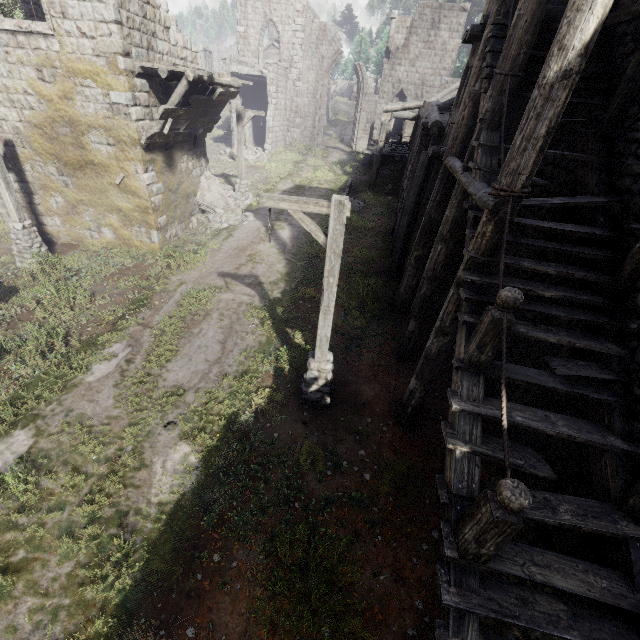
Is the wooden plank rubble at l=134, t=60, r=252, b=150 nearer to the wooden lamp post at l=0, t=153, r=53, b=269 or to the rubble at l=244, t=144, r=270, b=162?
the wooden lamp post at l=0, t=153, r=53, b=269

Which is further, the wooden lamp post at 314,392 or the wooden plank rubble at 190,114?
the wooden plank rubble at 190,114

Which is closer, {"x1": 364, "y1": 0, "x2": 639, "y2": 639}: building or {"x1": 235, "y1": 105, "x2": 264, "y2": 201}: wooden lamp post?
{"x1": 364, "y1": 0, "x2": 639, "y2": 639}: building

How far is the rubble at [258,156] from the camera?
26.4 meters

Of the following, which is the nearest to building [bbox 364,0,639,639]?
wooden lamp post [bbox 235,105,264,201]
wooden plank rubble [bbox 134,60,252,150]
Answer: wooden plank rubble [bbox 134,60,252,150]

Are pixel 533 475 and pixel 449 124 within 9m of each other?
no

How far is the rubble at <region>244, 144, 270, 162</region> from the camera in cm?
2638

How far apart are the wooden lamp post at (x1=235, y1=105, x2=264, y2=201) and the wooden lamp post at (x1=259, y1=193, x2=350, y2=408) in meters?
Result: 13.1
